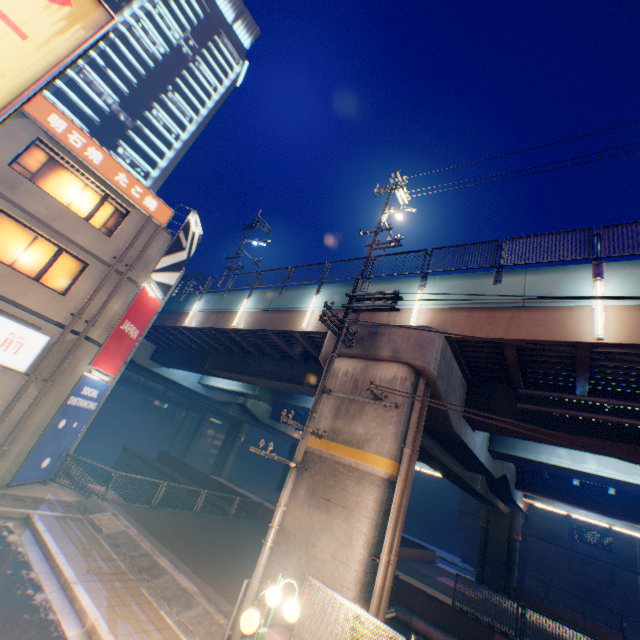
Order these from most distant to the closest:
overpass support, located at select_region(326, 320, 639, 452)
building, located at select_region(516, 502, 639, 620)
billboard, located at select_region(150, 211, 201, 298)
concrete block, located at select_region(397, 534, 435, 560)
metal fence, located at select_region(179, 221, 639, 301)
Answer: building, located at select_region(516, 502, 639, 620) → concrete block, located at select_region(397, 534, 435, 560) → billboard, located at select_region(150, 211, 201, 298) → overpass support, located at select_region(326, 320, 639, 452) → metal fence, located at select_region(179, 221, 639, 301)

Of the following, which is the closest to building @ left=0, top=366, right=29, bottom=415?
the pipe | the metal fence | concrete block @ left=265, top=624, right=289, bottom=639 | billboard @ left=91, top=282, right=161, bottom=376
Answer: billboard @ left=91, top=282, right=161, bottom=376

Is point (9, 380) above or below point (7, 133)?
below

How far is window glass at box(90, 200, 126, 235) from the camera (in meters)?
13.74

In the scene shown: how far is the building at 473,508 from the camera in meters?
40.2

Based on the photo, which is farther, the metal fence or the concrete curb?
the metal fence

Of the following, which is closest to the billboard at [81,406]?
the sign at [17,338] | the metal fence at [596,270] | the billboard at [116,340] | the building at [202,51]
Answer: the billboard at [116,340]

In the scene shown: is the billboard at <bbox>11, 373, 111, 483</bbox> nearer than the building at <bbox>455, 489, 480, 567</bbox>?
Yes
